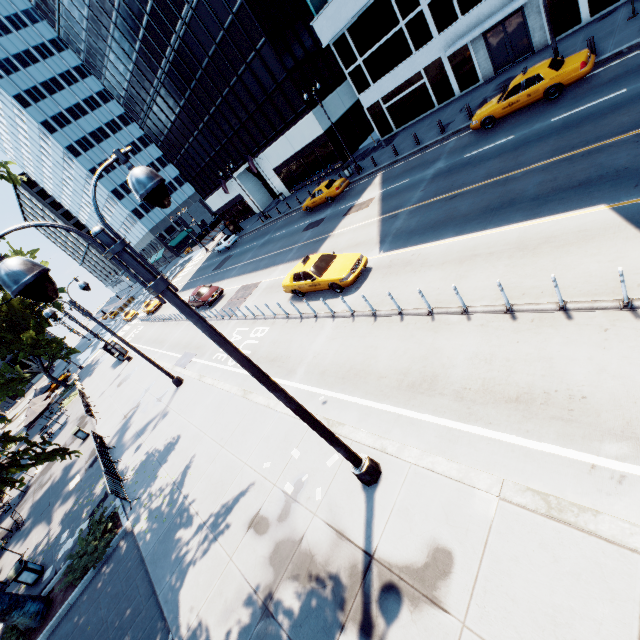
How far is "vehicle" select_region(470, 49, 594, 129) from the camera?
14.3 meters

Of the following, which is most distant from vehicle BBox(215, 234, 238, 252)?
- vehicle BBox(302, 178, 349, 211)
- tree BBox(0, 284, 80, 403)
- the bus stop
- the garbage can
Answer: the garbage can

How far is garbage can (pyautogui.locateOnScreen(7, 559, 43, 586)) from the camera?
12.6m

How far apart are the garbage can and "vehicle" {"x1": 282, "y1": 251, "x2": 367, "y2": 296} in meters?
15.7 m

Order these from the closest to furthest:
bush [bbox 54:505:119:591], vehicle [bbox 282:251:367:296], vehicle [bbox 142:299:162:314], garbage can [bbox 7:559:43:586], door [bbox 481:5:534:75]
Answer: bush [bbox 54:505:119:591]
garbage can [bbox 7:559:43:586]
vehicle [bbox 282:251:367:296]
door [bbox 481:5:534:75]
vehicle [bbox 142:299:162:314]

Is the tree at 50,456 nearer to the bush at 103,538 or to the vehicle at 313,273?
the bush at 103,538

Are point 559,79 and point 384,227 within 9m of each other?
no

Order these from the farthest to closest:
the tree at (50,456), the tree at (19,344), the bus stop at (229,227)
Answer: the bus stop at (229,227) < the tree at (19,344) < the tree at (50,456)
